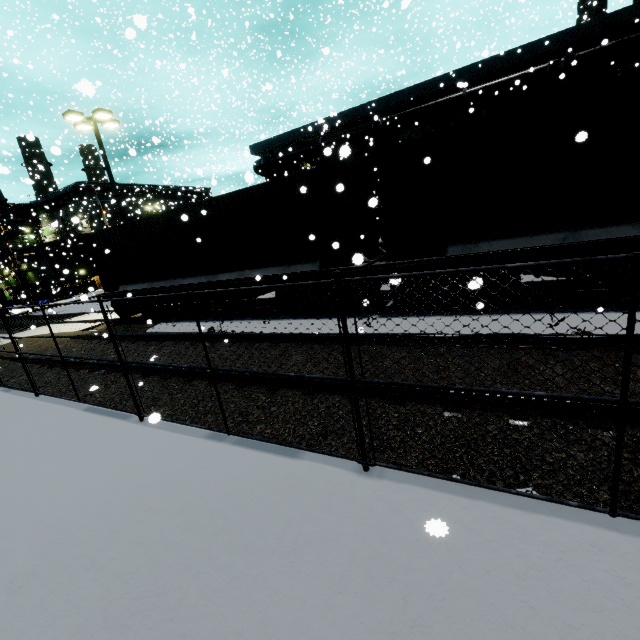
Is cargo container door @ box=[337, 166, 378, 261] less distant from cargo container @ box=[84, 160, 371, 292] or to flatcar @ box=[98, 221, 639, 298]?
cargo container @ box=[84, 160, 371, 292]

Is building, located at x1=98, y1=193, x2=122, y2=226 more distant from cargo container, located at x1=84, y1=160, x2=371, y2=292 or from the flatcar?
the flatcar

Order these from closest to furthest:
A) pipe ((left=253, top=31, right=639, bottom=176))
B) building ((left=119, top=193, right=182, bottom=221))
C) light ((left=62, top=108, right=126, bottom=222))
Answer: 1. light ((left=62, top=108, right=126, bottom=222))
2. pipe ((left=253, top=31, right=639, bottom=176))
3. building ((left=119, top=193, right=182, bottom=221))

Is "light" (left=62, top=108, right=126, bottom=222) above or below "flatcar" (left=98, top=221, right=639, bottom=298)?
above

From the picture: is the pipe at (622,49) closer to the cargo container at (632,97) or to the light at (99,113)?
the cargo container at (632,97)

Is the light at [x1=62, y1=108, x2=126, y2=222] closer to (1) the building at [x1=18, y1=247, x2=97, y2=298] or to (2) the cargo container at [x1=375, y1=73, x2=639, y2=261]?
(2) the cargo container at [x1=375, y1=73, x2=639, y2=261]

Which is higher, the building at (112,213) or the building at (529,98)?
the building at (112,213)

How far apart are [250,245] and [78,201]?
51.69m
